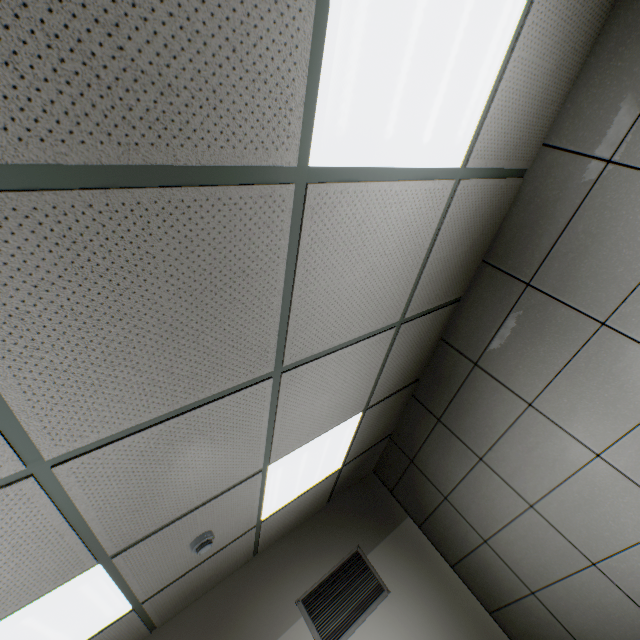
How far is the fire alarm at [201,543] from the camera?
2.3m

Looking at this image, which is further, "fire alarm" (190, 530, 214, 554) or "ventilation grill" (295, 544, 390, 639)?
"ventilation grill" (295, 544, 390, 639)

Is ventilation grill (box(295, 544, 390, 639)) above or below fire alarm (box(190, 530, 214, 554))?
below

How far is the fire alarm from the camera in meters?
2.3 m

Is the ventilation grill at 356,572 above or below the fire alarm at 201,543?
below

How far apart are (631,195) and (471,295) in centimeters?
111cm
